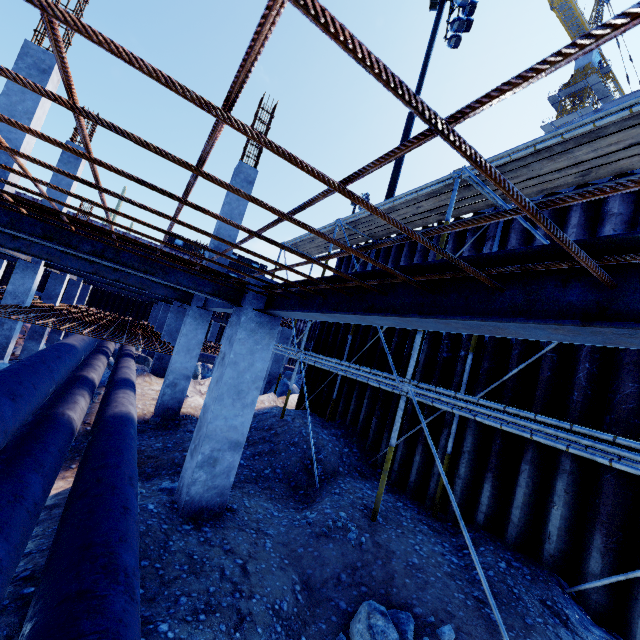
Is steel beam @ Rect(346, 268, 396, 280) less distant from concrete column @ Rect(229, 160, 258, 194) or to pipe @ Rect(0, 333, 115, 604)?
pipe @ Rect(0, 333, 115, 604)

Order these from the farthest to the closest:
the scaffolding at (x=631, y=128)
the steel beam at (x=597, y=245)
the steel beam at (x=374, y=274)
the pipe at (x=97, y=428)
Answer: the scaffolding at (x=631, y=128) < the steel beam at (x=374, y=274) < the pipe at (x=97, y=428) < the steel beam at (x=597, y=245)

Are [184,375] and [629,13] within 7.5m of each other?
no

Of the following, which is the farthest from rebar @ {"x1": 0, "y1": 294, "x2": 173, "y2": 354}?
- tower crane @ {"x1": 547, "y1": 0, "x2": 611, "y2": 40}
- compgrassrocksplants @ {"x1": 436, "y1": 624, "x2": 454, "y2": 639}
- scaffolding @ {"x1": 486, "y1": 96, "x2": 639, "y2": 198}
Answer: tower crane @ {"x1": 547, "y1": 0, "x2": 611, "y2": 40}

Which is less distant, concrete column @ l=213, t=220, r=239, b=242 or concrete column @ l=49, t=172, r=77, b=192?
concrete column @ l=213, t=220, r=239, b=242

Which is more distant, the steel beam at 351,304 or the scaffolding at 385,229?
the scaffolding at 385,229

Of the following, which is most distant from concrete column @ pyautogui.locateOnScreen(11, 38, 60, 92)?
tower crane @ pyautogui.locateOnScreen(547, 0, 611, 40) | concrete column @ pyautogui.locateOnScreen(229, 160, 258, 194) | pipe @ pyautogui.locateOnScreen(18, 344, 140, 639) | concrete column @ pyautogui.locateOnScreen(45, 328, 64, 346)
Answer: tower crane @ pyautogui.locateOnScreen(547, 0, 611, 40)

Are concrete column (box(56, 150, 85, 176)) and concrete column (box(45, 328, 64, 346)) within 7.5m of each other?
no
